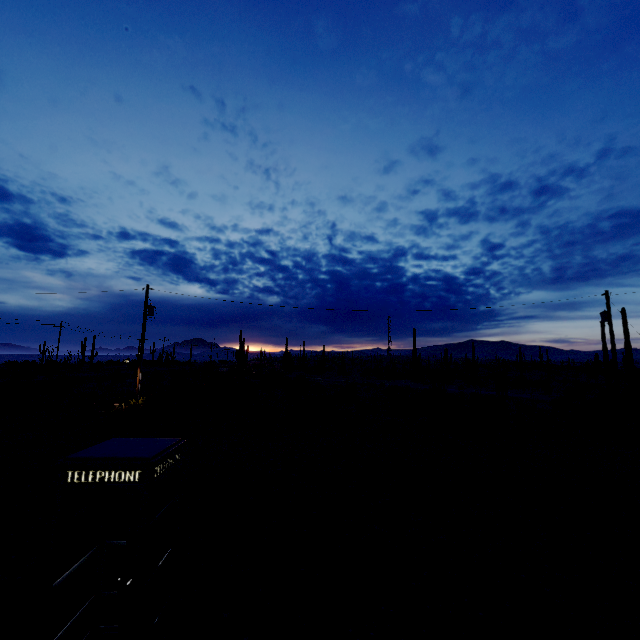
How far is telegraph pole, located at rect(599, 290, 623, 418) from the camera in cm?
1997

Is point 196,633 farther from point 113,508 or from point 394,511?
point 394,511

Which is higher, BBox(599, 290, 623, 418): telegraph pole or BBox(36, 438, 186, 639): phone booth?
BBox(599, 290, 623, 418): telegraph pole

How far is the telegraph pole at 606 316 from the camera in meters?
20.0 m

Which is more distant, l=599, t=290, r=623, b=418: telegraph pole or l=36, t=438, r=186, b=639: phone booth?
l=599, t=290, r=623, b=418: telegraph pole

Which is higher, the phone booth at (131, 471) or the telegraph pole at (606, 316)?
the telegraph pole at (606, 316)
